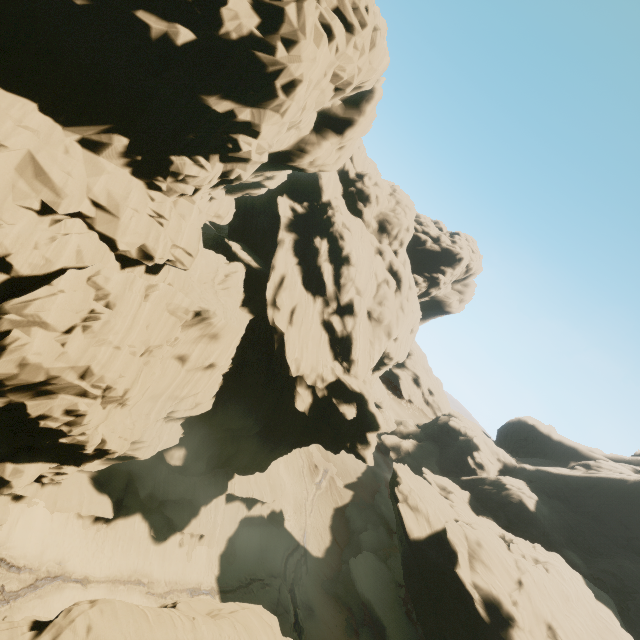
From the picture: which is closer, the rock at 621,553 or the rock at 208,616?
the rock at 208,616

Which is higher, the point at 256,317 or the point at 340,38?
the point at 340,38

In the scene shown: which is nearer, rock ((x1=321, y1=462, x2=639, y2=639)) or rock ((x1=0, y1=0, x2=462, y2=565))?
rock ((x1=0, y1=0, x2=462, y2=565))
